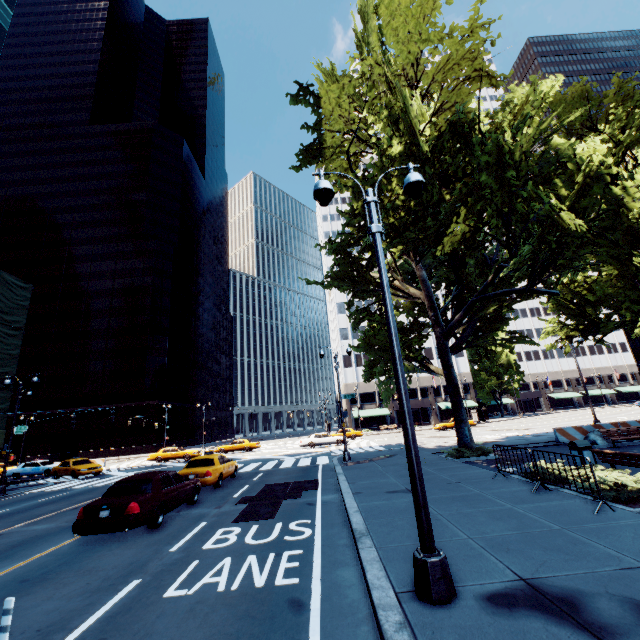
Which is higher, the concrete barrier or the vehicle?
the vehicle

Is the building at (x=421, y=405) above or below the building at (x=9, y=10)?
below

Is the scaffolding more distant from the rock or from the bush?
the rock

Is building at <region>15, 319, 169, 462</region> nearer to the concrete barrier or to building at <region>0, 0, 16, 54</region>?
building at <region>0, 0, 16, 54</region>

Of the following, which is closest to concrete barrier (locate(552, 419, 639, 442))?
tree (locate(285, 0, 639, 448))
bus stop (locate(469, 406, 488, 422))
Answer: tree (locate(285, 0, 639, 448))

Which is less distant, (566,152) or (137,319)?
(566,152)

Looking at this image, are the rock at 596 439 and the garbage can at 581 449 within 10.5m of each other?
yes

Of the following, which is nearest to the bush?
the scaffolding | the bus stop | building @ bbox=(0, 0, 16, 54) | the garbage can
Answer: the garbage can
